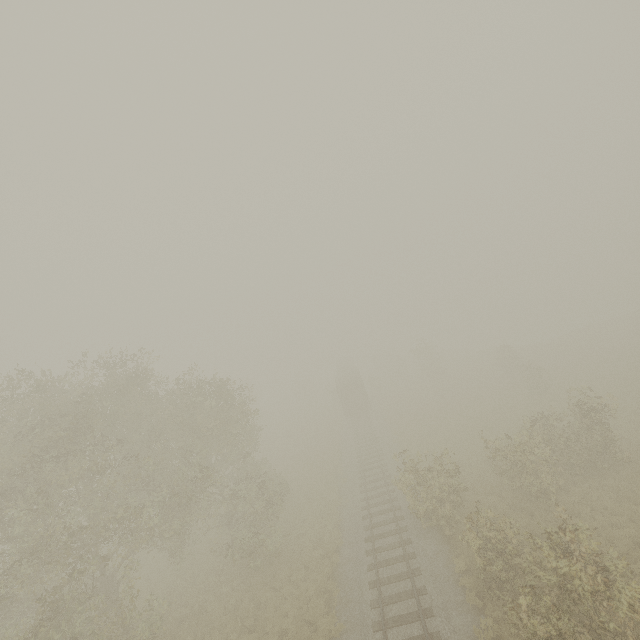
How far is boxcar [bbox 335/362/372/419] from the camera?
38.9m

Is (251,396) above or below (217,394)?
below

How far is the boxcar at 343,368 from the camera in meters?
38.9

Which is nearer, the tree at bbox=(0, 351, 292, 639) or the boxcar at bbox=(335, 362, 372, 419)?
the tree at bbox=(0, 351, 292, 639)

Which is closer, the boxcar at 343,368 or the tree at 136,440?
the tree at 136,440
